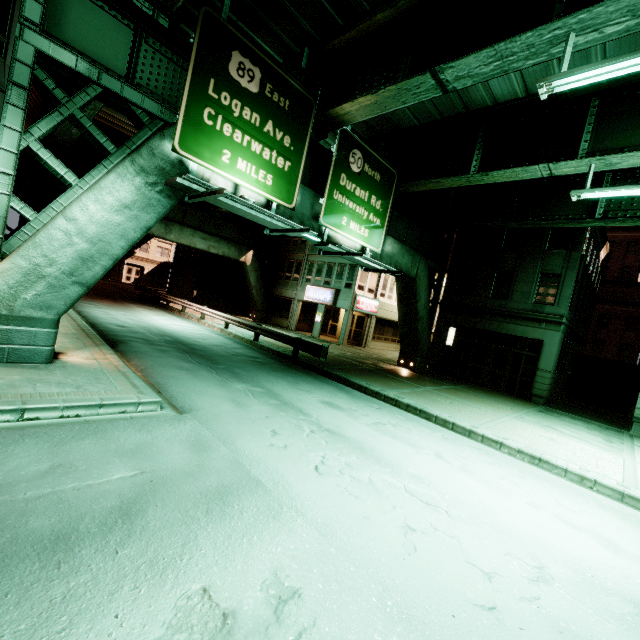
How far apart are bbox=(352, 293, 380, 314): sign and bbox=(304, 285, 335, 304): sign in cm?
175

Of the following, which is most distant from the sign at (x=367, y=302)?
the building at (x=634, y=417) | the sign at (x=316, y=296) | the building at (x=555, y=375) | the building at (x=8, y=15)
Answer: the building at (x=8, y=15)

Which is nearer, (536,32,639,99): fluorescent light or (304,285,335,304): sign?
(536,32,639,99): fluorescent light

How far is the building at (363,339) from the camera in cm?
2748

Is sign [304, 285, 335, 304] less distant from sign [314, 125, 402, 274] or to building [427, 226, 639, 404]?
building [427, 226, 639, 404]

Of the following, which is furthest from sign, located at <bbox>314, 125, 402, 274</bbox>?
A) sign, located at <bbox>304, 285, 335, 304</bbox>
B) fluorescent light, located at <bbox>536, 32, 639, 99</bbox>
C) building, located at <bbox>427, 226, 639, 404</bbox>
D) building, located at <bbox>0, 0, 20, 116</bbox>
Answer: sign, located at <bbox>304, 285, 335, 304</bbox>

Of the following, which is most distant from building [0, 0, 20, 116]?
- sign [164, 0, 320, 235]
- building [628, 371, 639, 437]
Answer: building [628, 371, 639, 437]

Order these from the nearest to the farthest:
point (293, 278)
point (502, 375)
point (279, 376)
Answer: point (279, 376)
point (502, 375)
point (293, 278)
